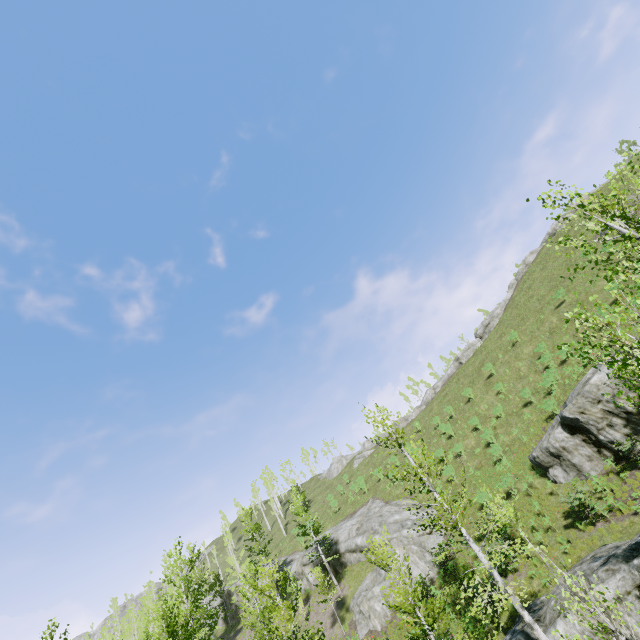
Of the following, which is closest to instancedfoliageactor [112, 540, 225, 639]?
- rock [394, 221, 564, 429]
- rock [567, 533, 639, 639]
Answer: rock [567, 533, 639, 639]

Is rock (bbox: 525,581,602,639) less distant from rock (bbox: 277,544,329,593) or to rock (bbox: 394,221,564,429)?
rock (bbox: 277,544,329,593)

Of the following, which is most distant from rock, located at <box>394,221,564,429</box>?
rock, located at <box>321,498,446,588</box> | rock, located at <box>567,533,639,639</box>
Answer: rock, located at <box>567,533,639,639</box>

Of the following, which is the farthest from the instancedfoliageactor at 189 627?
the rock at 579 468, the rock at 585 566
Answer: the rock at 579 468

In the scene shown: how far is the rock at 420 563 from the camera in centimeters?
2409cm

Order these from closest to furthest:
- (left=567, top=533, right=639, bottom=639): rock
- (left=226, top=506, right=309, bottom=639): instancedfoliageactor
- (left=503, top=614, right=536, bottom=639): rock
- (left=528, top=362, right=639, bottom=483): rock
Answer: (left=567, top=533, right=639, bottom=639): rock < (left=503, top=614, right=536, bottom=639): rock < (left=226, top=506, right=309, bottom=639): instancedfoliageactor < (left=528, top=362, right=639, bottom=483): rock

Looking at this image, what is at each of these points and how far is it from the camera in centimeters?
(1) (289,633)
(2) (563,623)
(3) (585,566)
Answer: (1) instancedfoliageactor, 1440cm
(2) rock, 1212cm
(3) rock, 1316cm

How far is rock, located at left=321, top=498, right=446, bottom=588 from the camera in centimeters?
2409cm
